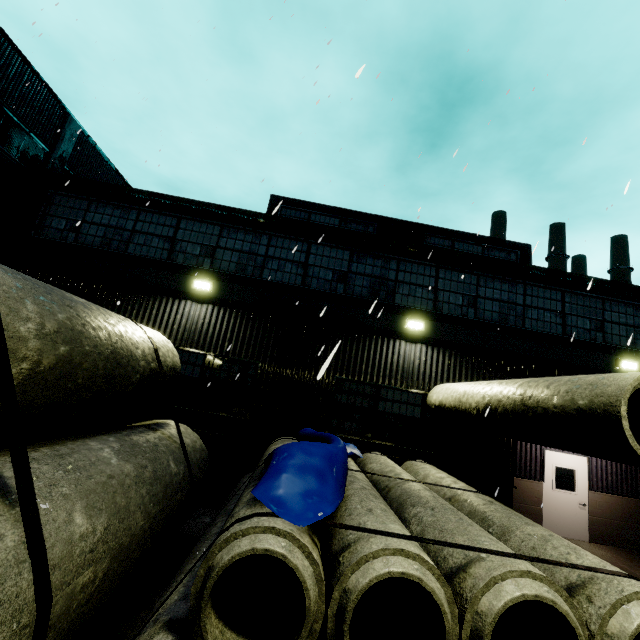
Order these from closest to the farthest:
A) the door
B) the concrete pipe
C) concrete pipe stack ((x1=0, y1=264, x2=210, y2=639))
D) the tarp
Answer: concrete pipe stack ((x1=0, y1=264, x2=210, y2=639)) < the tarp < the concrete pipe < the door

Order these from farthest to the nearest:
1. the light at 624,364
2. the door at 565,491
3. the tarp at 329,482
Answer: the door at 565,491 → the light at 624,364 → the tarp at 329,482

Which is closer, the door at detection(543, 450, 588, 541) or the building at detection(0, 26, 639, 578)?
the building at detection(0, 26, 639, 578)

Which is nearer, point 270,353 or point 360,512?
point 360,512

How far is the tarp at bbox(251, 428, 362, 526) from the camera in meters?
3.0 m

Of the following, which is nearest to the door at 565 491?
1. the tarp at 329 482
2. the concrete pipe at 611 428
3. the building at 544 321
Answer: the building at 544 321

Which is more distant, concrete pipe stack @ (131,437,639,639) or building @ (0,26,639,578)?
building @ (0,26,639,578)
